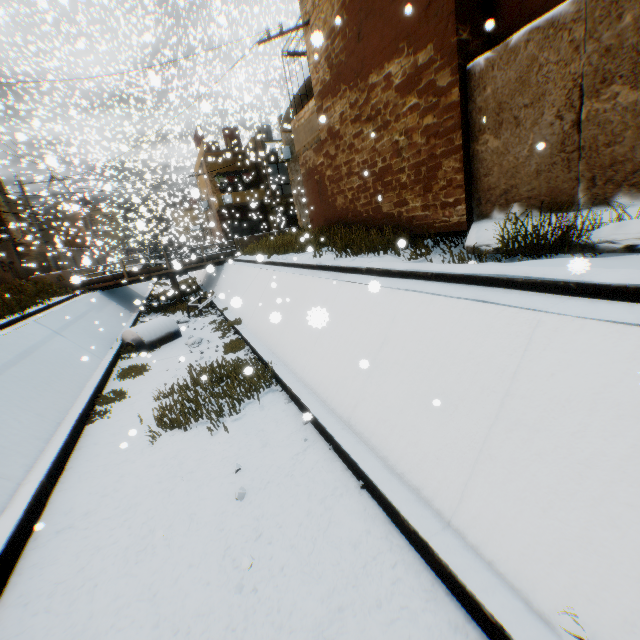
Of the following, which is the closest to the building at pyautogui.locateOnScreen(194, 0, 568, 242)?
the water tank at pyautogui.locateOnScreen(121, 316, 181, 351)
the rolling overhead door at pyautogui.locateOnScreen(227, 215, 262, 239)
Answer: the rolling overhead door at pyautogui.locateOnScreen(227, 215, 262, 239)

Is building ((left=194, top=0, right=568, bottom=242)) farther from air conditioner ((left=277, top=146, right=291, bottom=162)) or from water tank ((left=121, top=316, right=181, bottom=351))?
water tank ((left=121, top=316, right=181, bottom=351))

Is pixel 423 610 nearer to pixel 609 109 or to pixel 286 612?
pixel 286 612

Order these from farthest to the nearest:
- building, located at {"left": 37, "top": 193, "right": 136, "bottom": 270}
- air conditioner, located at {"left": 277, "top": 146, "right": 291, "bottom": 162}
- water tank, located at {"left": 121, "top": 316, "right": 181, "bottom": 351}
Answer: building, located at {"left": 37, "top": 193, "right": 136, "bottom": 270} < air conditioner, located at {"left": 277, "top": 146, "right": 291, "bottom": 162} < water tank, located at {"left": 121, "top": 316, "right": 181, "bottom": 351}

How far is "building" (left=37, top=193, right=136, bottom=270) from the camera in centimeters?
2958cm

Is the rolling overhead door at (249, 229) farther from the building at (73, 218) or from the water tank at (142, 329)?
the water tank at (142, 329)

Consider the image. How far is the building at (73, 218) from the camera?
29.6m

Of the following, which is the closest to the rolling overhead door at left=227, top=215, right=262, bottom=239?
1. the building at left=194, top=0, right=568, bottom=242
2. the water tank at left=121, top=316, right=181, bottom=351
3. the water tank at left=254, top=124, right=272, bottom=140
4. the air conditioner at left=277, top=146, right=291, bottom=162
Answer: the building at left=194, top=0, right=568, bottom=242
